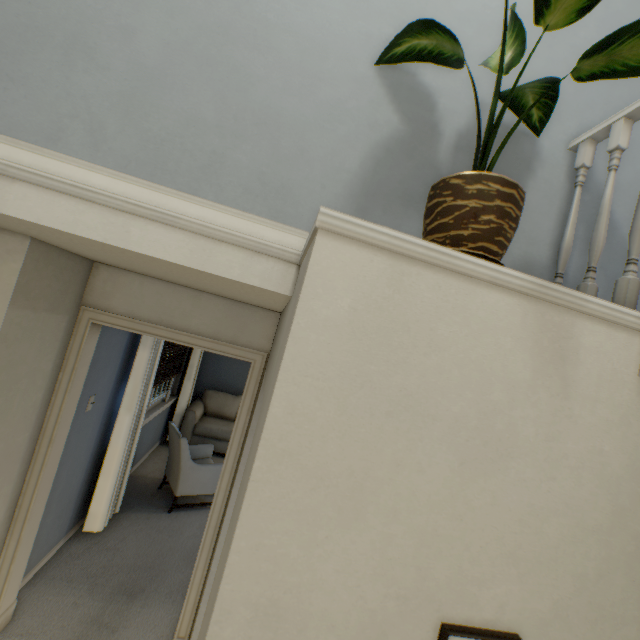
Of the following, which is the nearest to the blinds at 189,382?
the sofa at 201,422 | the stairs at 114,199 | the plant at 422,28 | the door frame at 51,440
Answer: the sofa at 201,422

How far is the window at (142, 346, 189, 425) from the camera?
4.4m

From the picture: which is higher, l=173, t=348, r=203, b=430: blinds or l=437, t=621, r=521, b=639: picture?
l=437, t=621, r=521, b=639: picture

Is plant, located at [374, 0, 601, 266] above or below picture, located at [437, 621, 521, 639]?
above

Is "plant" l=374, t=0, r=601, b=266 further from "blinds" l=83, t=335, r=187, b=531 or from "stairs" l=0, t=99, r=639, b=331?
"blinds" l=83, t=335, r=187, b=531

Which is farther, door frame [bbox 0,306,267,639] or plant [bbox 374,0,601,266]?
door frame [bbox 0,306,267,639]

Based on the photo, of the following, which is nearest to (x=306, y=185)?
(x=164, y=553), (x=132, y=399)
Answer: (x=132, y=399)

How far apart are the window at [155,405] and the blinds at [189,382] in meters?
0.1
